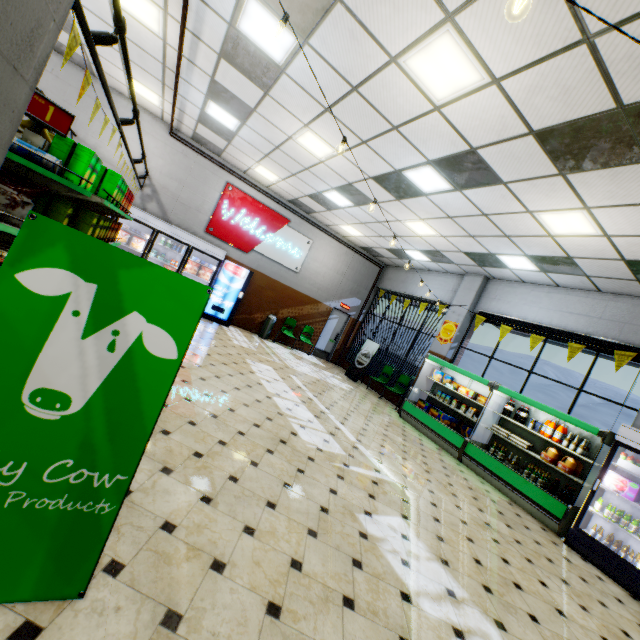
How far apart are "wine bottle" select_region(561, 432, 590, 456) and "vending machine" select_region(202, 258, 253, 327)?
9.40m

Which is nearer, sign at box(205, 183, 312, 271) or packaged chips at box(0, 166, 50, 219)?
packaged chips at box(0, 166, 50, 219)

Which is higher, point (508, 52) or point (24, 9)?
point (508, 52)

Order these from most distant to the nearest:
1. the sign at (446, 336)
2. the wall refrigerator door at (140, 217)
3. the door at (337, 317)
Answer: the door at (337, 317) < the sign at (446, 336) < the wall refrigerator door at (140, 217)

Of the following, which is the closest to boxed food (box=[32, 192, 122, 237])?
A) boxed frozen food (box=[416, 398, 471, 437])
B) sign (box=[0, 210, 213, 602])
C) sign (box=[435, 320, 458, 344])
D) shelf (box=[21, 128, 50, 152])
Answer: shelf (box=[21, 128, 50, 152])

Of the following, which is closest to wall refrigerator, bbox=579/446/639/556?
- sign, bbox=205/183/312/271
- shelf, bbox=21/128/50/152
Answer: shelf, bbox=21/128/50/152

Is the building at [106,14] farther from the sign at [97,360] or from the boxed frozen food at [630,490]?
the boxed frozen food at [630,490]

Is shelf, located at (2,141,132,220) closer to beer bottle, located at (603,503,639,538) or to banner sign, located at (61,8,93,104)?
banner sign, located at (61,8,93,104)
